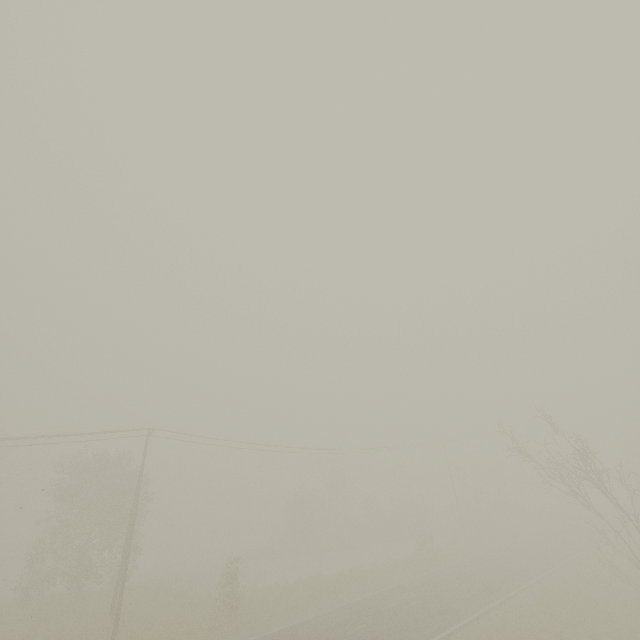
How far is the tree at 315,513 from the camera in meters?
42.5

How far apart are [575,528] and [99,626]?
53.97m

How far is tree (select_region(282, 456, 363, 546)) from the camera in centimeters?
4247cm
